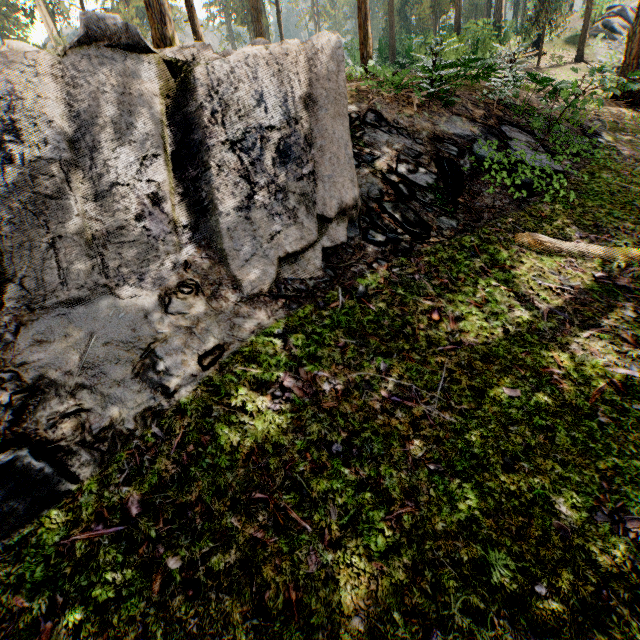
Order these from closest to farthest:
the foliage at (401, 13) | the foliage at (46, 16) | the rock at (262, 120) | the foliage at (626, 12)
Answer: the rock at (262, 120) < the foliage at (626, 12) < the foliage at (401, 13) < the foliage at (46, 16)

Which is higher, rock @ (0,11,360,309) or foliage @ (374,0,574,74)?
foliage @ (374,0,574,74)

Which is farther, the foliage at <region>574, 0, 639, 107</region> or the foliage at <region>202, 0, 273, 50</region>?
the foliage at <region>202, 0, 273, 50</region>

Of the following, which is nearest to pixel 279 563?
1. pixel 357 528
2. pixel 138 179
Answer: pixel 357 528

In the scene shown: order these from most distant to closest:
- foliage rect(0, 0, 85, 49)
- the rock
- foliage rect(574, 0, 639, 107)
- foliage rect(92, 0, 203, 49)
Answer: foliage rect(0, 0, 85, 49)
foliage rect(92, 0, 203, 49)
foliage rect(574, 0, 639, 107)
the rock

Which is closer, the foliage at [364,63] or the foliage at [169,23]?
the foliage at [364,63]

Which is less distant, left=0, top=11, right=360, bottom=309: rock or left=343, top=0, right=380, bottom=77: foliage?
left=0, top=11, right=360, bottom=309: rock
